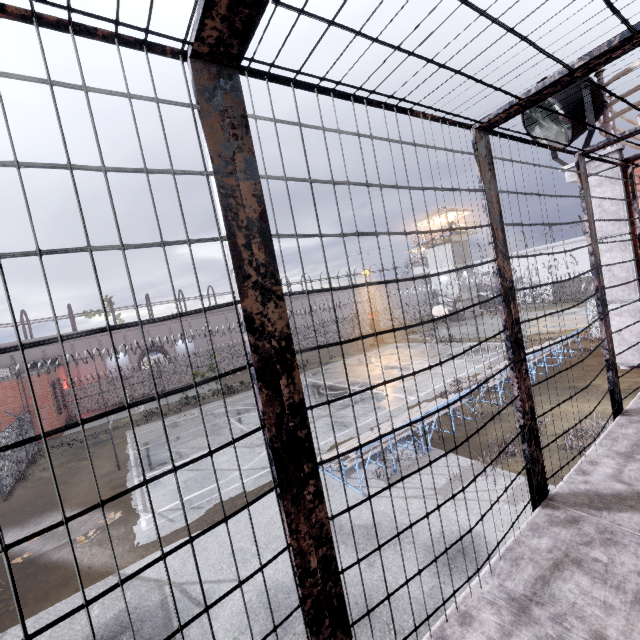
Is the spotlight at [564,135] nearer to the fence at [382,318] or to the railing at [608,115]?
the railing at [608,115]

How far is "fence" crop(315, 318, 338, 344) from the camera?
45.12m

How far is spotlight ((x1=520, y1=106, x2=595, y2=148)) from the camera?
4.7m

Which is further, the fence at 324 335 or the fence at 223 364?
the fence at 324 335

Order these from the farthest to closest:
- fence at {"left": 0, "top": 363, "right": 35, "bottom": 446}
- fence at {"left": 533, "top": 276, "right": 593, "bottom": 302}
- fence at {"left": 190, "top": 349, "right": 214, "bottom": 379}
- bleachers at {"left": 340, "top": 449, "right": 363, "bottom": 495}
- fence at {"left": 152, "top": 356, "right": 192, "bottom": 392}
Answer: fence at {"left": 533, "top": 276, "right": 593, "bottom": 302} < fence at {"left": 190, "top": 349, "right": 214, "bottom": 379} < fence at {"left": 152, "top": 356, "right": 192, "bottom": 392} < fence at {"left": 0, "top": 363, "right": 35, "bottom": 446} < bleachers at {"left": 340, "top": 449, "right": 363, "bottom": 495}

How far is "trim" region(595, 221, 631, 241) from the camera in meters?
4.7 m

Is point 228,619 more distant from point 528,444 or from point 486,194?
point 486,194
